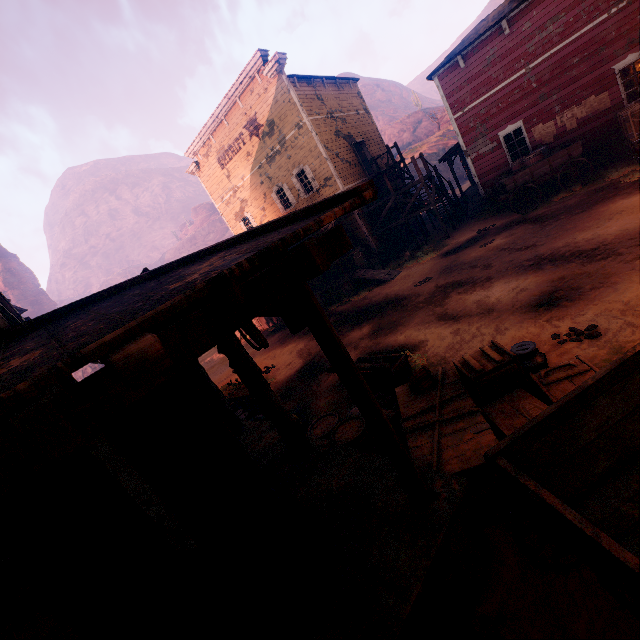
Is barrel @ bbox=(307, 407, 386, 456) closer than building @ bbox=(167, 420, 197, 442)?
Yes

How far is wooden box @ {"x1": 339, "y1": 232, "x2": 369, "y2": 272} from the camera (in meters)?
17.19

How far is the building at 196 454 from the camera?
6.5 meters

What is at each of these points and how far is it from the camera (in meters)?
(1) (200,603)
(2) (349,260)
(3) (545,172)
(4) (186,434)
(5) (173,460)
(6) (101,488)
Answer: (1) metal tub, 2.81
(2) wooden box, 17.28
(3) carraige, 12.73
(4) building, 8.20
(5) log pile, 6.70
(6) building, 2.96

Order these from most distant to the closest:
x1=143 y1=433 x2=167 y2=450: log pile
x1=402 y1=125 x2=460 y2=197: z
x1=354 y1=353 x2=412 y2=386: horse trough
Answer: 1. x1=402 y1=125 x2=460 y2=197: z
2. x1=143 y1=433 x2=167 y2=450: log pile
3. x1=354 y1=353 x2=412 y2=386: horse trough

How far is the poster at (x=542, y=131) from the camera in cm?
1365

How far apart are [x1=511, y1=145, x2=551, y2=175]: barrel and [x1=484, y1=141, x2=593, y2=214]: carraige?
0.0m

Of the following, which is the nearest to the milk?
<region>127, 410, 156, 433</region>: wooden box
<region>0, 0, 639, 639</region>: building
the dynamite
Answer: the dynamite
